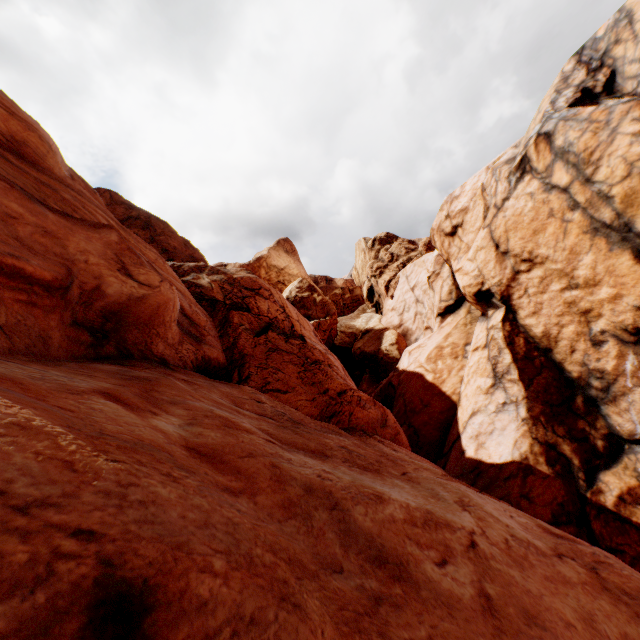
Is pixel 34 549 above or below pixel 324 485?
above
